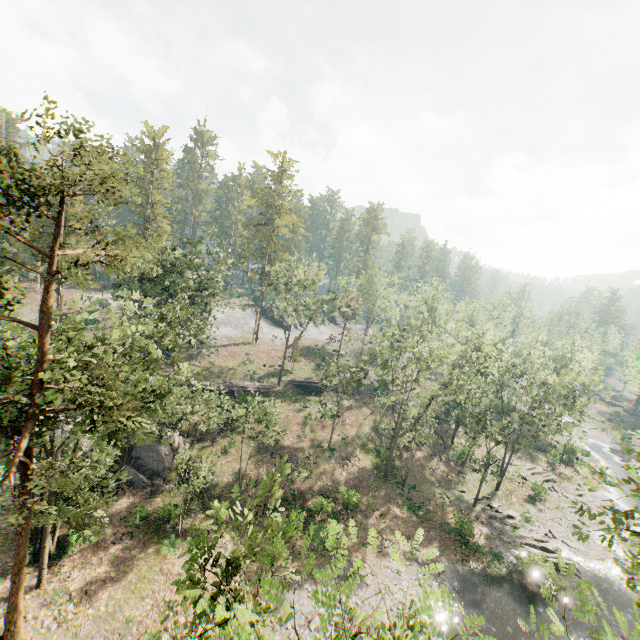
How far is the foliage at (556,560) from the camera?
6.51m

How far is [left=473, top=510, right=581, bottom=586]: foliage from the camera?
6.5m

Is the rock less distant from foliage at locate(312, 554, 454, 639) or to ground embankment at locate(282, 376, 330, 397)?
foliage at locate(312, 554, 454, 639)

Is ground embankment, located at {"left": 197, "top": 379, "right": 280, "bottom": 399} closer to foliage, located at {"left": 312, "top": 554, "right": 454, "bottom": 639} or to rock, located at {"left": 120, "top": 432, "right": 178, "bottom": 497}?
rock, located at {"left": 120, "top": 432, "right": 178, "bottom": 497}

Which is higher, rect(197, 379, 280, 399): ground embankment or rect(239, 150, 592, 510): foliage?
rect(239, 150, 592, 510): foliage

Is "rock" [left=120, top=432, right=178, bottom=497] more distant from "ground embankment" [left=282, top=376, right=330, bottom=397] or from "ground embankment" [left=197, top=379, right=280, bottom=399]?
"ground embankment" [left=282, top=376, right=330, bottom=397]

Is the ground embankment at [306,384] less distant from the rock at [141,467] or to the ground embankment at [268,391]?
the ground embankment at [268,391]

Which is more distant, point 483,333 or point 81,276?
point 483,333
